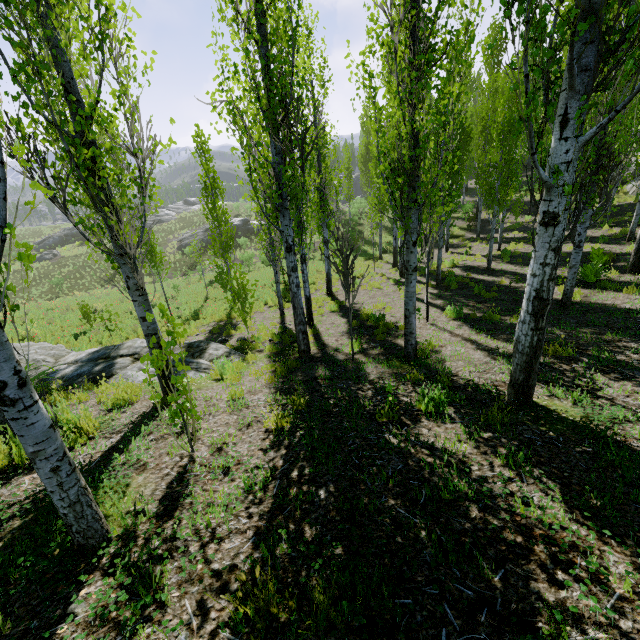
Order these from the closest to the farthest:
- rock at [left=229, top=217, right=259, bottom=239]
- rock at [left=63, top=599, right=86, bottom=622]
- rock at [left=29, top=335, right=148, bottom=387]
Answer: rock at [left=63, top=599, right=86, bottom=622]
rock at [left=29, top=335, right=148, bottom=387]
rock at [left=229, top=217, right=259, bottom=239]

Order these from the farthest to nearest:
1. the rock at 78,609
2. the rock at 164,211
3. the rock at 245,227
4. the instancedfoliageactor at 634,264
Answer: the rock at 164,211 → the rock at 245,227 → the instancedfoliageactor at 634,264 → the rock at 78,609

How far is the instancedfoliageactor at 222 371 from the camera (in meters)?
6.54

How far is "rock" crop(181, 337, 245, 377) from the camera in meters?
7.6

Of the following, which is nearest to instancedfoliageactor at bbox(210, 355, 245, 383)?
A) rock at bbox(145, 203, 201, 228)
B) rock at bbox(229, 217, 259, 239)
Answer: rock at bbox(145, 203, 201, 228)

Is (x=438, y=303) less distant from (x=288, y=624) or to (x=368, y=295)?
(x=368, y=295)

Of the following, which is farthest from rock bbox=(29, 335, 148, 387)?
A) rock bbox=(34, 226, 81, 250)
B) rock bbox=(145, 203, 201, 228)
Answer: rock bbox=(34, 226, 81, 250)
